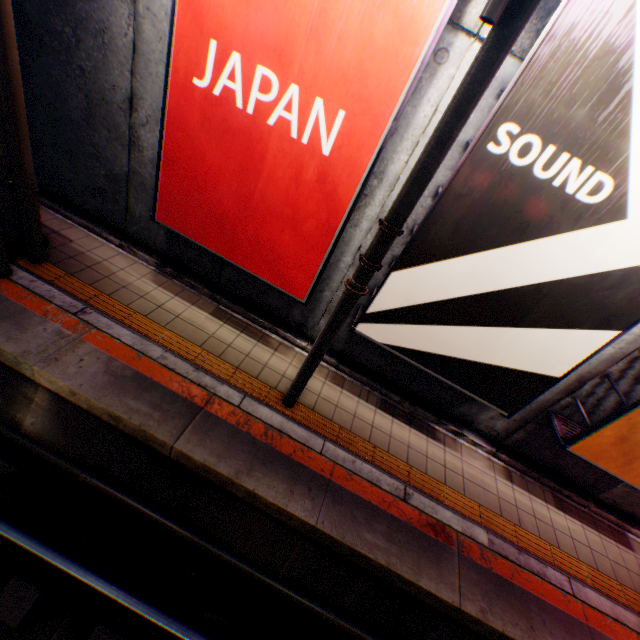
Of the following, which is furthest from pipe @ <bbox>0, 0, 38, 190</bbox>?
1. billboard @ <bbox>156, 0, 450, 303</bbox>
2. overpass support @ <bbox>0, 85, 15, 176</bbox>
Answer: billboard @ <bbox>156, 0, 450, 303</bbox>

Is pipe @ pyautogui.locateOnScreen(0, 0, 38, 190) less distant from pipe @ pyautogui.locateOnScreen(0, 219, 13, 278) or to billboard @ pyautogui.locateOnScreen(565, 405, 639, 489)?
pipe @ pyautogui.locateOnScreen(0, 219, 13, 278)

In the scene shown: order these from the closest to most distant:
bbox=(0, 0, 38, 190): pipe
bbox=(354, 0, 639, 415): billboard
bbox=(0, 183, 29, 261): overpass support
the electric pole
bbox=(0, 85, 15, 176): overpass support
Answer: the electric pole < bbox=(354, 0, 639, 415): billboard < bbox=(0, 0, 38, 190): pipe < bbox=(0, 85, 15, 176): overpass support < bbox=(0, 183, 29, 261): overpass support

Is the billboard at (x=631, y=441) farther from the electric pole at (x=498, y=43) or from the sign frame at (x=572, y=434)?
the electric pole at (x=498, y=43)

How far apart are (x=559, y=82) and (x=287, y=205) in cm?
293

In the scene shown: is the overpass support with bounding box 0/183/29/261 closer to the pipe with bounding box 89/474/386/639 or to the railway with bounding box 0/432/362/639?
the railway with bounding box 0/432/362/639

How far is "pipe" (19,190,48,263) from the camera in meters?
4.5

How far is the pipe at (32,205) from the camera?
4.46m
